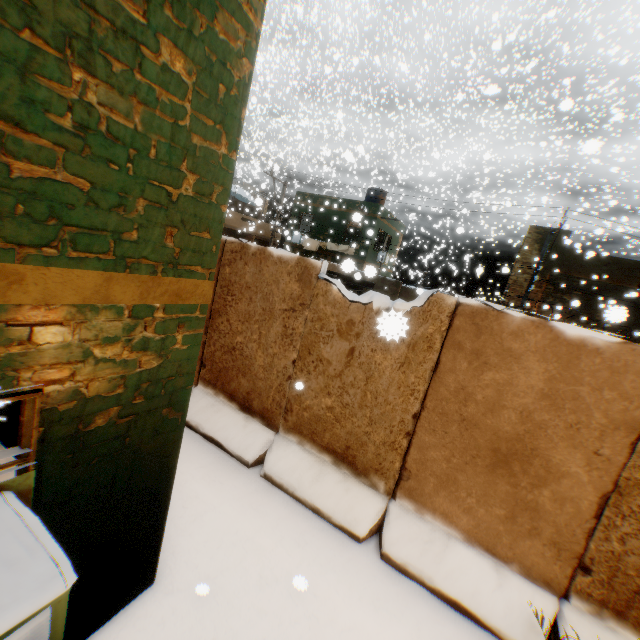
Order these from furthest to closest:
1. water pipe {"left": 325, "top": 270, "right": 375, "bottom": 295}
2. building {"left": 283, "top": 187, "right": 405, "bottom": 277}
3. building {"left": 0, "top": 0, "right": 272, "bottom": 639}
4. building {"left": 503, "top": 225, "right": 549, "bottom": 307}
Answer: building {"left": 283, "top": 187, "right": 405, "bottom": 277} → building {"left": 503, "top": 225, "right": 549, "bottom": 307} → water pipe {"left": 325, "top": 270, "right": 375, "bottom": 295} → building {"left": 0, "top": 0, "right": 272, "bottom": 639}

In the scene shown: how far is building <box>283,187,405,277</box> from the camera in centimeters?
2170cm

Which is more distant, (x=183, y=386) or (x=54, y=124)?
(x=183, y=386)

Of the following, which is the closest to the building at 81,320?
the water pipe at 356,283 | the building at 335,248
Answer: the building at 335,248

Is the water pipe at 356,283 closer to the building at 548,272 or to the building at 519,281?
the building at 519,281

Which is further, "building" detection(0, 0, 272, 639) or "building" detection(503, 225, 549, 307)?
"building" detection(503, 225, 549, 307)

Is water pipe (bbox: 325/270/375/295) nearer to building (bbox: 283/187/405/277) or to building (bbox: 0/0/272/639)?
building (bbox: 283/187/405/277)
